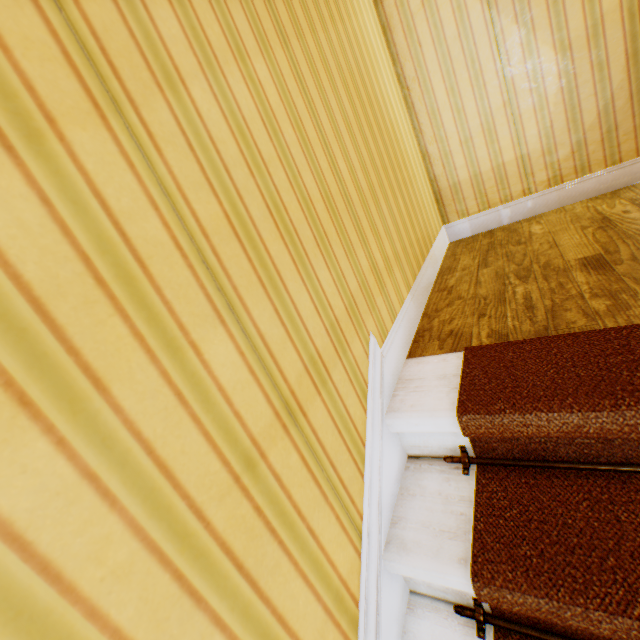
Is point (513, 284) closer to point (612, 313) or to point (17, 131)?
point (612, 313)
